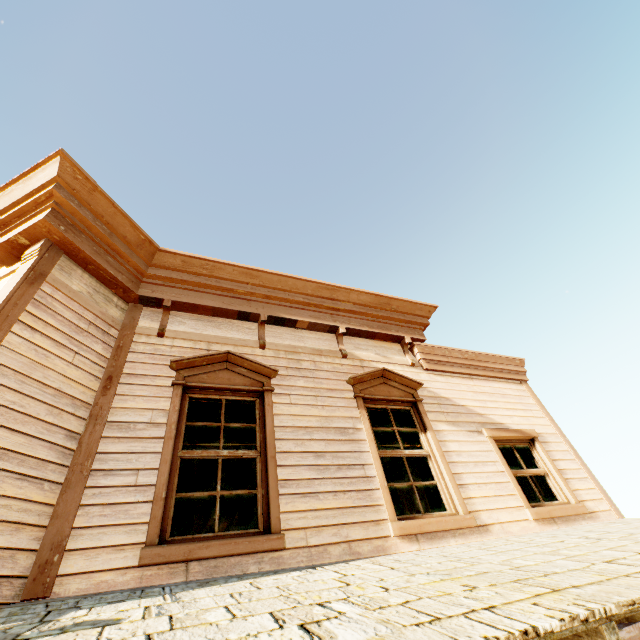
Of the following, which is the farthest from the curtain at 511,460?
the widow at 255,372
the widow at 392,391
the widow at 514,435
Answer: the widow at 255,372

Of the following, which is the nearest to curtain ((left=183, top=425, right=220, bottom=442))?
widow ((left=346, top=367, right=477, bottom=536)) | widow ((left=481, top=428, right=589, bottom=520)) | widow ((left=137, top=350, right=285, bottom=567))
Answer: widow ((left=137, top=350, right=285, bottom=567))

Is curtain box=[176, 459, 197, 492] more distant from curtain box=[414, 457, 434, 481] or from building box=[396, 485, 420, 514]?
curtain box=[414, 457, 434, 481]

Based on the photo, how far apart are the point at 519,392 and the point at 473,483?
2.9 meters

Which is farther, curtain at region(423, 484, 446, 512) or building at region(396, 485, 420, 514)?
building at region(396, 485, 420, 514)

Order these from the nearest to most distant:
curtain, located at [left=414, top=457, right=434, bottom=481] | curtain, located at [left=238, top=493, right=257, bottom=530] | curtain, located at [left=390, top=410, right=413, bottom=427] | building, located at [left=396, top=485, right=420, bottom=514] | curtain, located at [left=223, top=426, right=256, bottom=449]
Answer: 1. curtain, located at [left=238, top=493, right=257, bottom=530]
2. curtain, located at [left=223, top=426, right=256, bottom=449]
3. curtain, located at [left=414, top=457, right=434, bottom=481]
4. curtain, located at [left=390, top=410, right=413, bottom=427]
5. building, located at [left=396, top=485, right=420, bottom=514]

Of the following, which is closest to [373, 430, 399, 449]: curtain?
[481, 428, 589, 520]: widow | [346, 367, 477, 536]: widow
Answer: [346, 367, 477, 536]: widow

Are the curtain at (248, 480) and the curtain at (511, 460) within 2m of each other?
no
